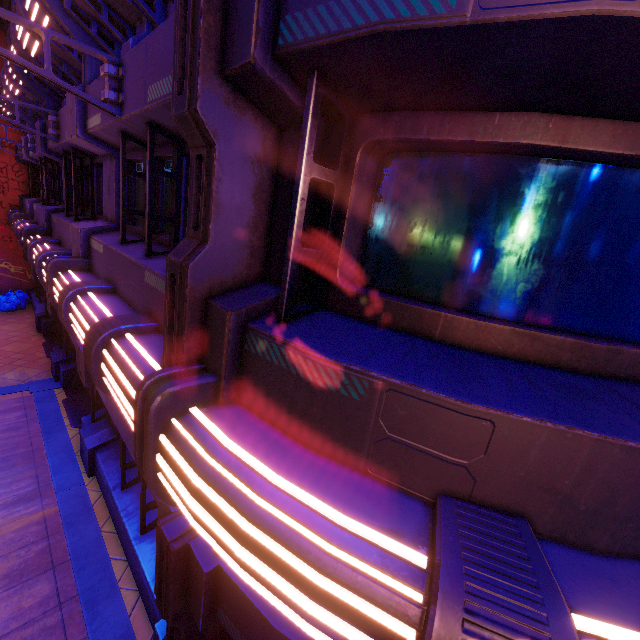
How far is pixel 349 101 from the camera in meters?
2.1 m

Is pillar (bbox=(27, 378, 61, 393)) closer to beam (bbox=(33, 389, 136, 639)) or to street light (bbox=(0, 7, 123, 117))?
beam (bbox=(33, 389, 136, 639))

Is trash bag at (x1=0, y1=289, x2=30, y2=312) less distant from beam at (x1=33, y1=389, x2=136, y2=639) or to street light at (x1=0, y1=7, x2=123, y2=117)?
beam at (x1=33, y1=389, x2=136, y2=639)

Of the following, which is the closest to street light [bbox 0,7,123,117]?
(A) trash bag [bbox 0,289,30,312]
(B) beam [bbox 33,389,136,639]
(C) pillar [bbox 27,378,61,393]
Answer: (B) beam [bbox 33,389,136,639]

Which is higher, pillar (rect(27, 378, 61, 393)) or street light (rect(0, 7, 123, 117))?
street light (rect(0, 7, 123, 117))

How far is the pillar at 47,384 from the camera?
9.90m

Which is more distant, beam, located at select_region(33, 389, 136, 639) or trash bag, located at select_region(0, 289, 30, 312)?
trash bag, located at select_region(0, 289, 30, 312)

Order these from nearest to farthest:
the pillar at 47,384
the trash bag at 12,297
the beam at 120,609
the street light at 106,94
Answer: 1. the street light at 106,94
2. the beam at 120,609
3. the pillar at 47,384
4. the trash bag at 12,297
